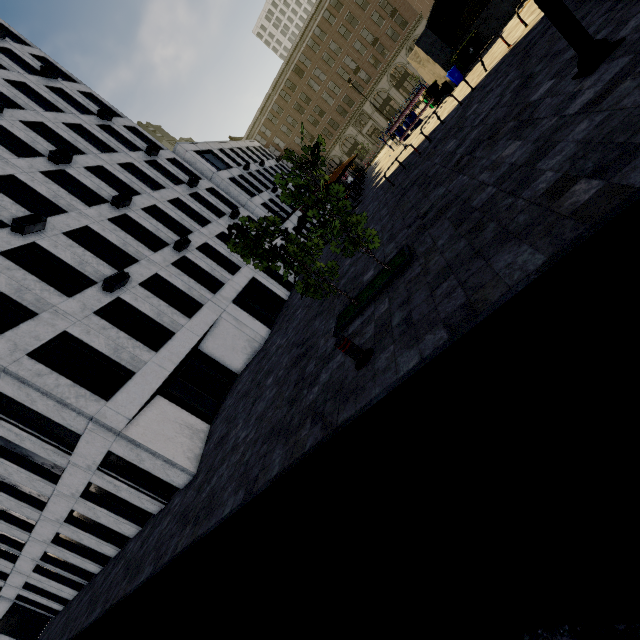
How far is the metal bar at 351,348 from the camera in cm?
518

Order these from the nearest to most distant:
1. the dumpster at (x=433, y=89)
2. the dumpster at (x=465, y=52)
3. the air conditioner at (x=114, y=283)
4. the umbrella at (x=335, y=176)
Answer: the air conditioner at (x=114, y=283) → the dumpster at (x=465, y=52) → the dumpster at (x=433, y=89) → the umbrella at (x=335, y=176)

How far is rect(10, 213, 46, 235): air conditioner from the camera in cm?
1297

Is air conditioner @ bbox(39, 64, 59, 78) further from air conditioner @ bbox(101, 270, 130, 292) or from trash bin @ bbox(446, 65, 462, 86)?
trash bin @ bbox(446, 65, 462, 86)

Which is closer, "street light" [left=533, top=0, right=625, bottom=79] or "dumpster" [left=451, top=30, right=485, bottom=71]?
"street light" [left=533, top=0, right=625, bottom=79]

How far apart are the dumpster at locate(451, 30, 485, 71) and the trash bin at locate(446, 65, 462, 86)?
0.1m

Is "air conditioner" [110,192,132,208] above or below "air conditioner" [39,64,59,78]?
below

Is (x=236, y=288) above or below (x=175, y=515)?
above
